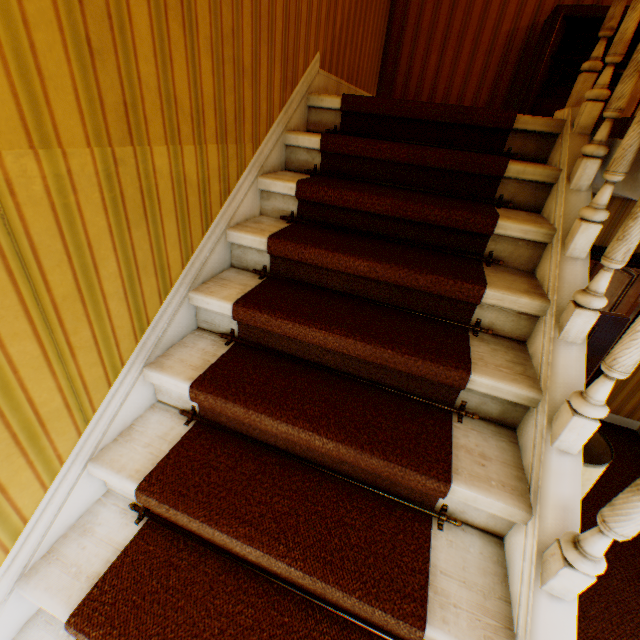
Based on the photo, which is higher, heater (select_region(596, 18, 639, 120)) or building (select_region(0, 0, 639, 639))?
heater (select_region(596, 18, 639, 120))

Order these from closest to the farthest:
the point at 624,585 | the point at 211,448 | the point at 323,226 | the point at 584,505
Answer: the point at 211,448 → the point at 323,226 → the point at 624,585 → the point at 584,505

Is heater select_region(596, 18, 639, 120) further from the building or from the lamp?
the lamp

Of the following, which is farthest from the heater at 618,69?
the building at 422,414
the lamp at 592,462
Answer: the lamp at 592,462

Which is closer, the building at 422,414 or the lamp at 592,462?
the building at 422,414

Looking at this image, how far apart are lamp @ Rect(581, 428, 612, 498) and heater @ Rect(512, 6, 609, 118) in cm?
287

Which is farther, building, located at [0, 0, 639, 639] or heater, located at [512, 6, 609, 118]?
heater, located at [512, 6, 609, 118]

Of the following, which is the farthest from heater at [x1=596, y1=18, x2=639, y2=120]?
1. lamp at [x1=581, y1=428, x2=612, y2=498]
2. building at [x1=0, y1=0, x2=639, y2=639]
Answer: lamp at [x1=581, y1=428, x2=612, y2=498]
